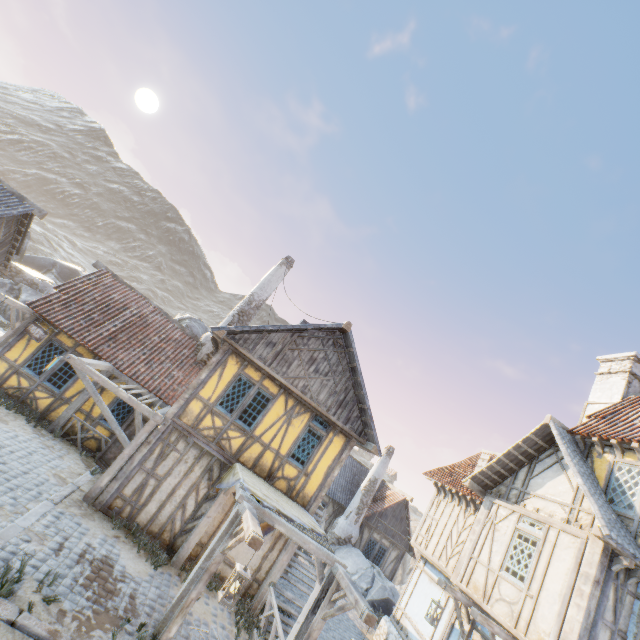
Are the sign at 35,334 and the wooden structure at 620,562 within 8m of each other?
no

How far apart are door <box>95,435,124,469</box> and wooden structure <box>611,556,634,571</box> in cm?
1372

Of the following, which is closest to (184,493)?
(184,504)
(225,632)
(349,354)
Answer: (184,504)

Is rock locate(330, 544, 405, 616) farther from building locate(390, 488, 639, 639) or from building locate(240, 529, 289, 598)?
building locate(240, 529, 289, 598)

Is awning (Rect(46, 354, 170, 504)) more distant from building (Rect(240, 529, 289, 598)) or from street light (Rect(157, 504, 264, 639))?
street light (Rect(157, 504, 264, 639))

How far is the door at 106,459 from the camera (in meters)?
11.48

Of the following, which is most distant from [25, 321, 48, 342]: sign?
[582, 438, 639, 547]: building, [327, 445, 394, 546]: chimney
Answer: [327, 445, 394, 546]: chimney

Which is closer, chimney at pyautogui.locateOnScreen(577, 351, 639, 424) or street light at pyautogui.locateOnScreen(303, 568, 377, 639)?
street light at pyautogui.locateOnScreen(303, 568, 377, 639)
